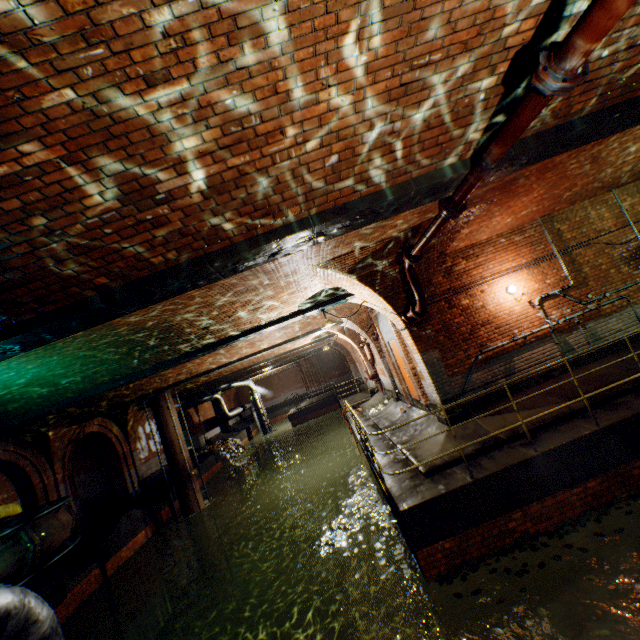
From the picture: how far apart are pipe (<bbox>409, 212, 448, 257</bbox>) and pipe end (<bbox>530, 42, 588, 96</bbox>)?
2.05m

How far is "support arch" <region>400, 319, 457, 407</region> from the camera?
7.95m

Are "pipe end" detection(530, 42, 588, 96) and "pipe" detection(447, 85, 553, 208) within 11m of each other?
yes

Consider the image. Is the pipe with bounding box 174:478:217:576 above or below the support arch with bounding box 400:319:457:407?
below

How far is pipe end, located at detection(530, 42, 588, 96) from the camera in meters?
2.4 m

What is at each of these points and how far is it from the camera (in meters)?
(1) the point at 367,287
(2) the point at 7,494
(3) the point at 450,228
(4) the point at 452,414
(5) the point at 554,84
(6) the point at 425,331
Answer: (1) support arch, 7.61
(2) building tunnel, 17.39
(3) support arch, 7.08
(4) support arch, 7.79
(5) pipe end, 2.39
(6) support arch, 8.12

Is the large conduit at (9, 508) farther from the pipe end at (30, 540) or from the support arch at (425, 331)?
the support arch at (425, 331)

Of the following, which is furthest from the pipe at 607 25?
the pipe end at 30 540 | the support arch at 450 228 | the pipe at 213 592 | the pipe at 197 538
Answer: the pipe at 213 592
